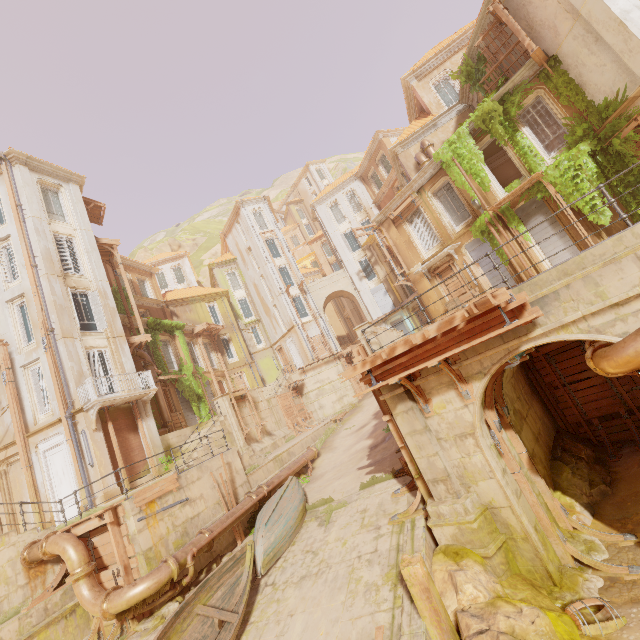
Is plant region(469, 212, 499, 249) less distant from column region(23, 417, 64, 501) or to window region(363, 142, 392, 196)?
column region(23, 417, 64, 501)

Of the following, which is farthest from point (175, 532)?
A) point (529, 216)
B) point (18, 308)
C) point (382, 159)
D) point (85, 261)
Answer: point (382, 159)

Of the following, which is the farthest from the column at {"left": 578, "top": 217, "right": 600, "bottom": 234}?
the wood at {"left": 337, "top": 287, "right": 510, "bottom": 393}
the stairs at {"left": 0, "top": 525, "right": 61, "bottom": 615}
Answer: the stairs at {"left": 0, "top": 525, "right": 61, "bottom": 615}

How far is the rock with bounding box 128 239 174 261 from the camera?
55.84m

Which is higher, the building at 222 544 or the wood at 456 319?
the wood at 456 319

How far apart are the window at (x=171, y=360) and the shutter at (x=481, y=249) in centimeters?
2223cm

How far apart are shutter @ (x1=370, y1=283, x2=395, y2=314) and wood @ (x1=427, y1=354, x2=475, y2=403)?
26.36m

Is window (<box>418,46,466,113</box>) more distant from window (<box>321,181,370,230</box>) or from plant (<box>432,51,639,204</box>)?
window (<box>321,181,370,230</box>)
